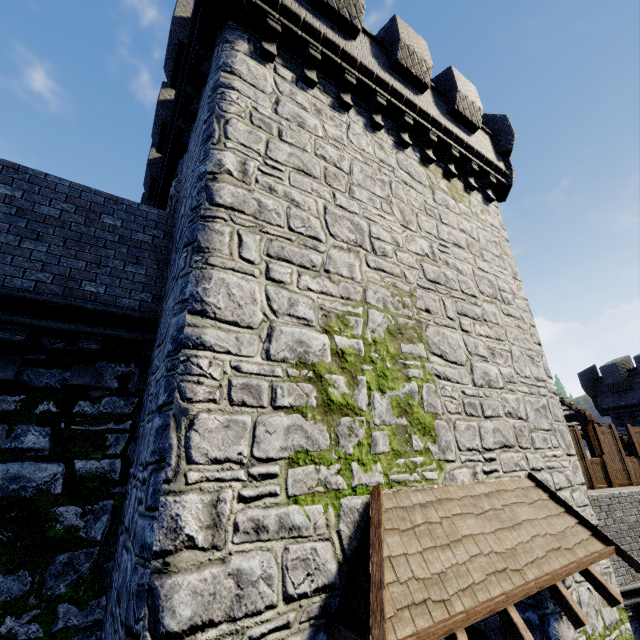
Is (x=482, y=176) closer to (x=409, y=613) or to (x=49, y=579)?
(x=409, y=613)

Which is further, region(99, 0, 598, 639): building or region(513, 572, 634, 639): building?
region(513, 572, 634, 639): building

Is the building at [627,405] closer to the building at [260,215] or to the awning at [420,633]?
the building at [260,215]

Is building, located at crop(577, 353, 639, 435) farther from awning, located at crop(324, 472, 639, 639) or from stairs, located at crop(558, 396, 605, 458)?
awning, located at crop(324, 472, 639, 639)

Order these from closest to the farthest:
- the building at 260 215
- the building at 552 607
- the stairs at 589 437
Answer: the building at 260 215
the building at 552 607
the stairs at 589 437

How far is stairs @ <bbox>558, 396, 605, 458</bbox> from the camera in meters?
13.1 m

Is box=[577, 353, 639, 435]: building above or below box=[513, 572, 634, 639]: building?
above
